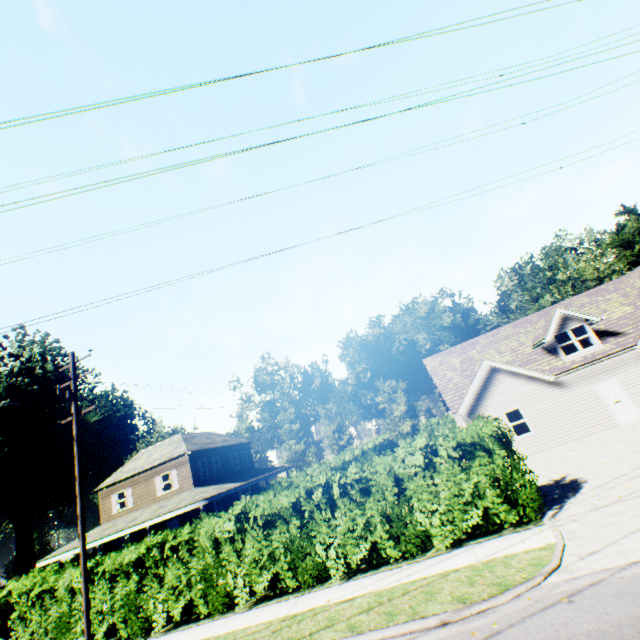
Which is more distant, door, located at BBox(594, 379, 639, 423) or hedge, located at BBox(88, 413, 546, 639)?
door, located at BBox(594, 379, 639, 423)

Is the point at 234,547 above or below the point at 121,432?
below

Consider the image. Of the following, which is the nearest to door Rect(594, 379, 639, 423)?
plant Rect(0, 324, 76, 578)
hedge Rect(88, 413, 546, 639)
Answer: hedge Rect(88, 413, 546, 639)

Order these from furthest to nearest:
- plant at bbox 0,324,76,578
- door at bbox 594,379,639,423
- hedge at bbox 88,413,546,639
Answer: plant at bbox 0,324,76,578, door at bbox 594,379,639,423, hedge at bbox 88,413,546,639

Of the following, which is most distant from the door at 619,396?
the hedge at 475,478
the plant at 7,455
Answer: the plant at 7,455

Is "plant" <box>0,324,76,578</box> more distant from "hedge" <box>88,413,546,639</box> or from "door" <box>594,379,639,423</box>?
"door" <box>594,379,639,423</box>

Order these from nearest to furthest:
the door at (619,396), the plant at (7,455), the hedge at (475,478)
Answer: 1. the hedge at (475,478)
2. the door at (619,396)
3. the plant at (7,455)
